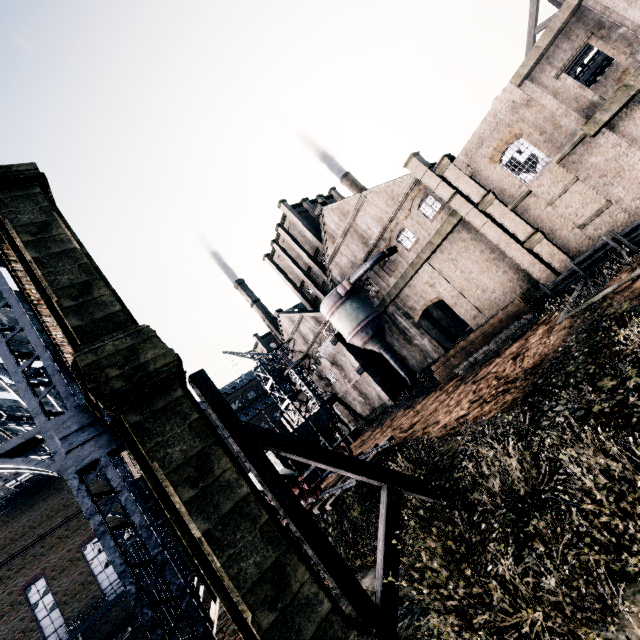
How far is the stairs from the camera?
26.31m

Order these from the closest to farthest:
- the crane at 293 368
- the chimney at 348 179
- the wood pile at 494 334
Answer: the wood pile at 494 334, the crane at 293 368, the chimney at 348 179

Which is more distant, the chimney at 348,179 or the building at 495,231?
the chimney at 348,179

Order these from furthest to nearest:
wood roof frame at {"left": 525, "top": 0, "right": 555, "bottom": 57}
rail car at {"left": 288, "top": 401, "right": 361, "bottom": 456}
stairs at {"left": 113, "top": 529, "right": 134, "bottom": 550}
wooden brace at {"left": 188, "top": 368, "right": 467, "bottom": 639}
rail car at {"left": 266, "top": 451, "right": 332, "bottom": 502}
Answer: stairs at {"left": 113, "top": 529, "right": 134, "bottom": 550} < wood roof frame at {"left": 525, "top": 0, "right": 555, "bottom": 57} < rail car at {"left": 288, "top": 401, "right": 361, "bottom": 456} < rail car at {"left": 266, "top": 451, "right": 332, "bottom": 502} < wooden brace at {"left": 188, "top": 368, "right": 467, "bottom": 639}

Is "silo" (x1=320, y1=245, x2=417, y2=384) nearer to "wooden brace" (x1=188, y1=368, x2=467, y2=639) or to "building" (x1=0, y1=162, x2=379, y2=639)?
"building" (x1=0, y1=162, x2=379, y2=639)

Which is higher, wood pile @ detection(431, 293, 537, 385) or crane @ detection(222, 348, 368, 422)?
crane @ detection(222, 348, 368, 422)

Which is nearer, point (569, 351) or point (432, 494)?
point (432, 494)
